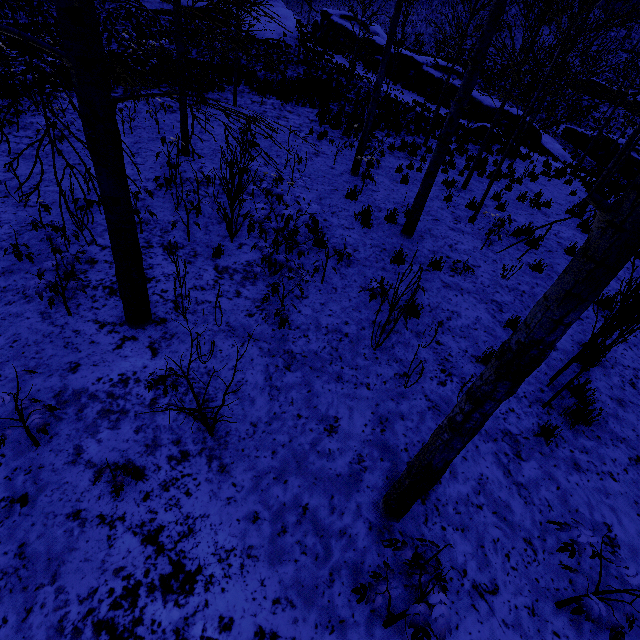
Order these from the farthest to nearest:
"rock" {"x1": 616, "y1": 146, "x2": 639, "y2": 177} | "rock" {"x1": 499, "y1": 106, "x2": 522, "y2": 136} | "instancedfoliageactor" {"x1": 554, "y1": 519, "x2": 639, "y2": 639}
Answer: "rock" {"x1": 616, "y1": 146, "x2": 639, "y2": 177} < "rock" {"x1": 499, "y1": 106, "x2": 522, "y2": 136} < "instancedfoliageactor" {"x1": 554, "y1": 519, "x2": 639, "y2": 639}

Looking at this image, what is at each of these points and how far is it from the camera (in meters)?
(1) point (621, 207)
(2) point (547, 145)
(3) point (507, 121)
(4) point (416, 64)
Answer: (1) instancedfoliageactor, 1.33
(2) rock, 23.77
(3) rock, 22.58
(4) rock, 24.33

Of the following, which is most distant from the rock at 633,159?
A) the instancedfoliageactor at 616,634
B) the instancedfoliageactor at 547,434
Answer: the instancedfoliageactor at 616,634

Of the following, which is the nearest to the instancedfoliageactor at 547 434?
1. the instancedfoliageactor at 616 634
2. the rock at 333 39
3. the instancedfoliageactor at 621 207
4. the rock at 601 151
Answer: the instancedfoliageactor at 621 207

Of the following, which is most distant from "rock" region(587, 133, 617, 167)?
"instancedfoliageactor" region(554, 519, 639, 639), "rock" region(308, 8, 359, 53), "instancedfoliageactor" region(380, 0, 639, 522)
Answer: "instancedfoliageactor" region(554, 519, 639, 639)

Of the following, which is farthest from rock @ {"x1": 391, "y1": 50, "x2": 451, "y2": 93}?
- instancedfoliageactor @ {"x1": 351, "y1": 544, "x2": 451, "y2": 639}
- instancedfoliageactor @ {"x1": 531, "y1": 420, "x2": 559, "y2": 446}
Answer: instancedfoliageactor @ {"x1": 351, "y1": 544, "x2": 451, "y2": 639}

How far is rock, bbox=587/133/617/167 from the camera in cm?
2647
